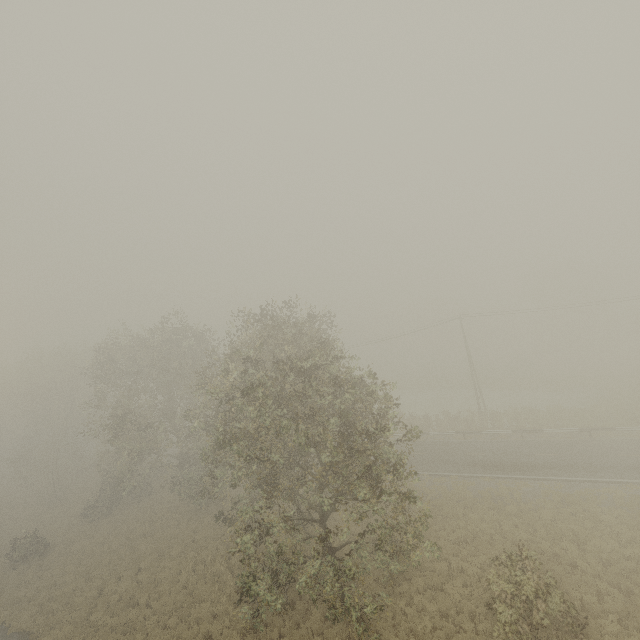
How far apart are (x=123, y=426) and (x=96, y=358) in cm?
756
